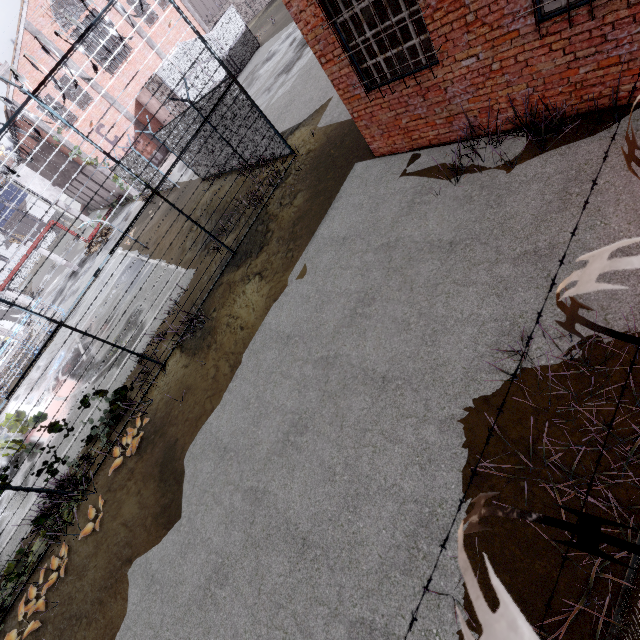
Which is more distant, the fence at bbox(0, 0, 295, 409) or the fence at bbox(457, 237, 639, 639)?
the fence at bbox(0, 0, 295, 409)

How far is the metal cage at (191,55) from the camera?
22.8 meters

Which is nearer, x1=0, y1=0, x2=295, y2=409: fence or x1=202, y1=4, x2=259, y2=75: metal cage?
x1=0, y1=0, x2=295, y2=409: fence

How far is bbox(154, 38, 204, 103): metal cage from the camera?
22.8 meters

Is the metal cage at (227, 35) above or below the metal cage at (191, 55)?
below

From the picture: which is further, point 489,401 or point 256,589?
point 256,589
